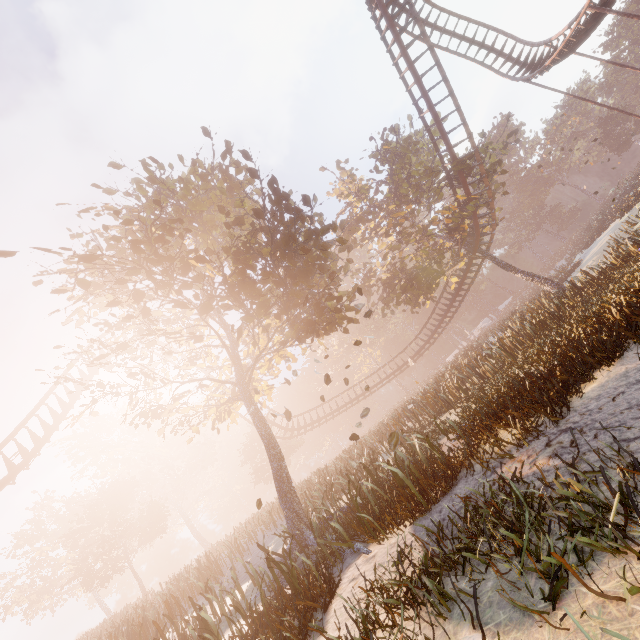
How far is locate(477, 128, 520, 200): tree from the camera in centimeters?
2180cm

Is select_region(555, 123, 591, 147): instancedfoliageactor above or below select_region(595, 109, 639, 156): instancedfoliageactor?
above

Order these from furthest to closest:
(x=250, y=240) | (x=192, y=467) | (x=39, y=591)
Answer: (x=192, y=467), (x=39, y=591), (x=250, y=240)

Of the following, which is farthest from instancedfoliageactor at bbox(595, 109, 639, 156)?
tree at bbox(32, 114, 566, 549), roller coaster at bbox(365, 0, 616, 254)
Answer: roller coaster at bbox(365, 0, 616, 254)

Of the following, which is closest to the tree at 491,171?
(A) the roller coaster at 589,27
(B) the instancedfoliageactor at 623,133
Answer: (A) the roller coaster at 589,27

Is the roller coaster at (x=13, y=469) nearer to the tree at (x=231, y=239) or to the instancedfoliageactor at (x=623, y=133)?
the tree at (x=231, y=239)

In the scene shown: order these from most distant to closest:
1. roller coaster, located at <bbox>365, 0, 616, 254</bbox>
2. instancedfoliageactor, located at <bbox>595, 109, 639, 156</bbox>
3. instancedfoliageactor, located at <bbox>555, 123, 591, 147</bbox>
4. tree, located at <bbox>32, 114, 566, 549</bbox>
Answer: instancedfoliageactor, located at <bbox>555, 123, 591, 147</bbox>
instancedfoliageactor, located at <bbox>595, 109, 639, 156</bbox>
roller coaster, located at <bbox>365, 0, 616, 254</bbox>
tree, located at <bbox>32, 114, 566, 549</bbox>

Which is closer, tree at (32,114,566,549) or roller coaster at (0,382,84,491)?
tree at (32,114,566,549)
